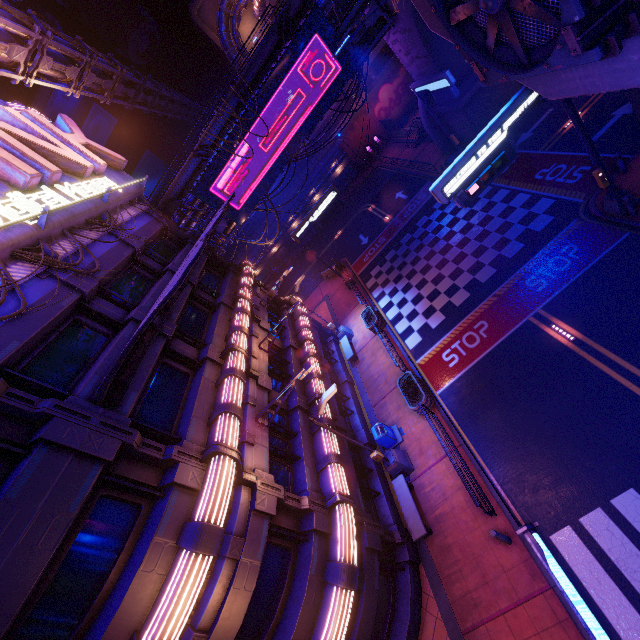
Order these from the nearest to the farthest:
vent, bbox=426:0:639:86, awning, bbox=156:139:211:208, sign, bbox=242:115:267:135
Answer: vent, bbox=426:0:639:86, awning, bbox=156:139:211:208, sign, bbox=242:115:267:135

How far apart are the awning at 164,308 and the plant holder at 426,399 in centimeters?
1150cm

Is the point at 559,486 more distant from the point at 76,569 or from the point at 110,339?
the point at 110,339

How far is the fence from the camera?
39.28m

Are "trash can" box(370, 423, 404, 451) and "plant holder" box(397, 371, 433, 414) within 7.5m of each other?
yes

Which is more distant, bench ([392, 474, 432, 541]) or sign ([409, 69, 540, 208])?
bench ([392, 474, 432, 541])

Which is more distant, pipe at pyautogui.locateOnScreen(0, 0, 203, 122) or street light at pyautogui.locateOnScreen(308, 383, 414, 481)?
pipe at pyautogui.locateOnScreen(0, 0, 203, 122)

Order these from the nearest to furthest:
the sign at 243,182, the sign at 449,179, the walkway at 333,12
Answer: the sign at 449,179 < the walkway at 333,12 < the sign at 243,182
